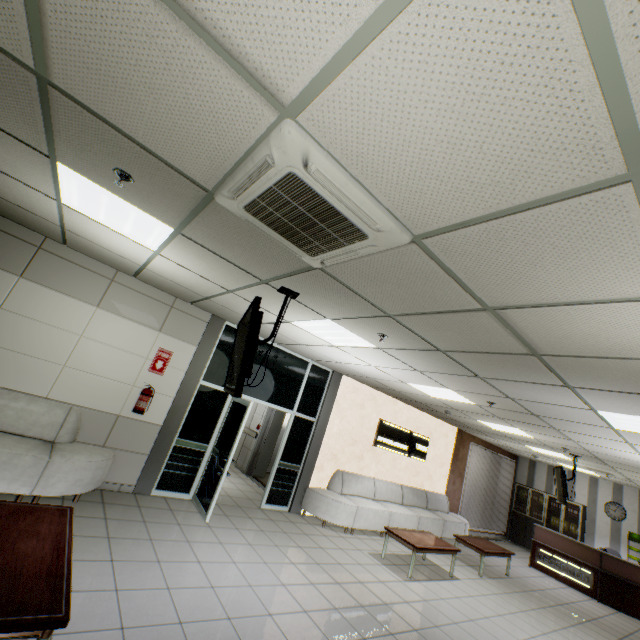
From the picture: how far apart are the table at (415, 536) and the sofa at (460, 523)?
0.8m

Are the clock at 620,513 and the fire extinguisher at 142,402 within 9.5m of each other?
no

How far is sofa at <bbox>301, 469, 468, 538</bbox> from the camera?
6.95m

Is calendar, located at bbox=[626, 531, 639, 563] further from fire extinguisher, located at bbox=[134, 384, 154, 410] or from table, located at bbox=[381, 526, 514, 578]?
fire extinguisher, located at bbox=[134, 384, 154, 410]

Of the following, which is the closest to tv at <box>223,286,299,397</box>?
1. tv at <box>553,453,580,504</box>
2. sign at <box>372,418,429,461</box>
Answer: sign at <box>372,418,429,461</box>

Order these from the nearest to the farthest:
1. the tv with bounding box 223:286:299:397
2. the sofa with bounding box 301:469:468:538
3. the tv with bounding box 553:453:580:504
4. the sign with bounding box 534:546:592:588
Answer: the tv with bounding box 223:286:299:397 → the sofa with bounding box 301:469:468:538 → the tv with bounding box 553:453:580:504 → the sign with bounding box 534:546:592:588

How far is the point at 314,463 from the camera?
7.49m

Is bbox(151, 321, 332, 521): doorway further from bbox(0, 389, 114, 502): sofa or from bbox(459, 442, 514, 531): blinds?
bbox(459, 442, 514, 531): blinds
